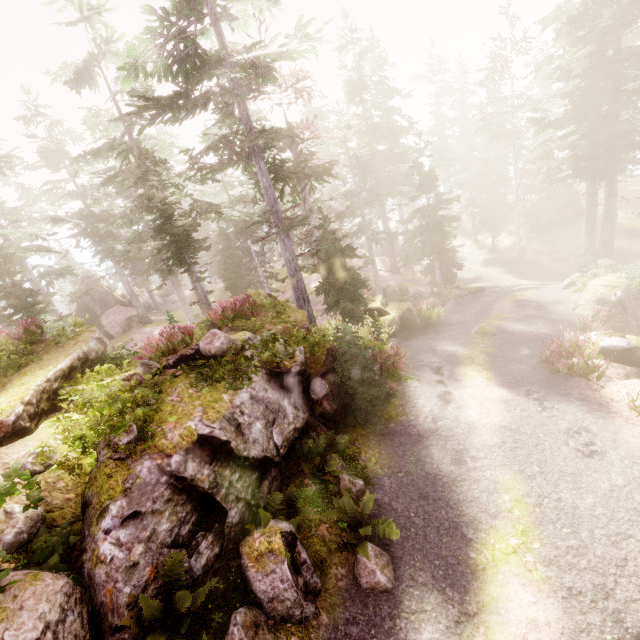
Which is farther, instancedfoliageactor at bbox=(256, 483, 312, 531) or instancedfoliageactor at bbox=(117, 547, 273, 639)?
instancedfoliageactor at bbox=(256, 483, 312, 531)

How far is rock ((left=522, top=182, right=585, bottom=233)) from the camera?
37.2 meters

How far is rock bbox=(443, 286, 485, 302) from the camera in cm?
2555

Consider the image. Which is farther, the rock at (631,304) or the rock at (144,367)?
the rock at (631,304)

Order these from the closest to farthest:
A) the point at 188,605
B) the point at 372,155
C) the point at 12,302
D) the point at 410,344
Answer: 1. the point at 188,605
2. the point at 12,302
3. the point at 410,344
4. the point at 372,155

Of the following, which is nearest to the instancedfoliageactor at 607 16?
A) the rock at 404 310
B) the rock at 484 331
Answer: the rock at 404 310

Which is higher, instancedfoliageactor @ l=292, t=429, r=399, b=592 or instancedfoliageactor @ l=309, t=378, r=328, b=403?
instancedfoliageactor @ l=309, t=378, r=328, b=403

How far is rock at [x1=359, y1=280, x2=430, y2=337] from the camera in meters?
19.0 m
